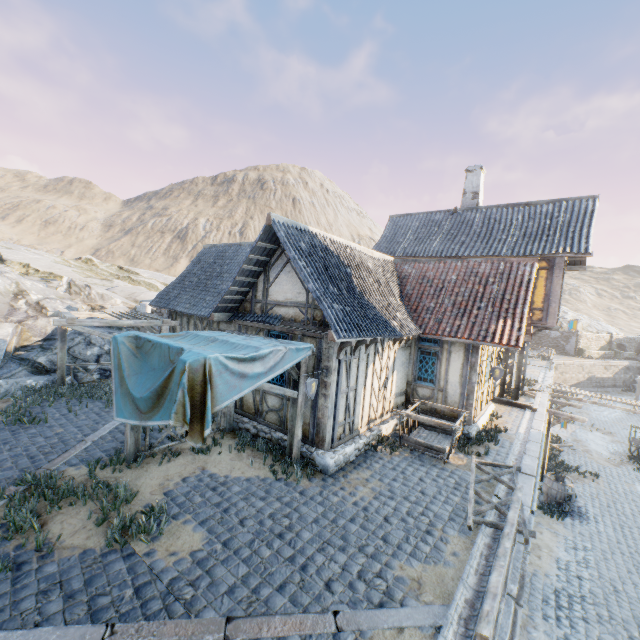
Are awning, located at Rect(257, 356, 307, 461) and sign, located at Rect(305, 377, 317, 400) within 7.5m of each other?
yes

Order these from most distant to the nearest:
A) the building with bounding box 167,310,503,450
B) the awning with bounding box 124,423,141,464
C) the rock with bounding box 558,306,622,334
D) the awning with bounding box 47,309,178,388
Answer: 1. the rock with bounding box 558,306,622,334
2. the awning with bounding box 47,309,178,388
3. the building with bounding box 167,310,503,450
4. the awning with bounding box 124,423,141,464

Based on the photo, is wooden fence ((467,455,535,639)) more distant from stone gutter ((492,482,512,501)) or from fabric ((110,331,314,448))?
fabric ((110,331,314,448))

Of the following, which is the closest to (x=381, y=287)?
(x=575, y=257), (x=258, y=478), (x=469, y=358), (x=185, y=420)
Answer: (x=469, y=358)

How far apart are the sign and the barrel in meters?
11.7

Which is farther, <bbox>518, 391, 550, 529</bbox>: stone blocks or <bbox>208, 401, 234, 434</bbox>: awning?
<bbox>208, 401, 234, 434</bbox>: awning

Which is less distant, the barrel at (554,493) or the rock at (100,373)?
the barrel at (554,493)

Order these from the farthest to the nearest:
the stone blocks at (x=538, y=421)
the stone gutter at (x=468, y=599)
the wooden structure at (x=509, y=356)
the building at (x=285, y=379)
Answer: the wooden structure at (x=509, y=356) < the building at (x=285, y=379) < the stone blocks at (x=538, y=421) < the stone gutter at (x=468, y=599)
